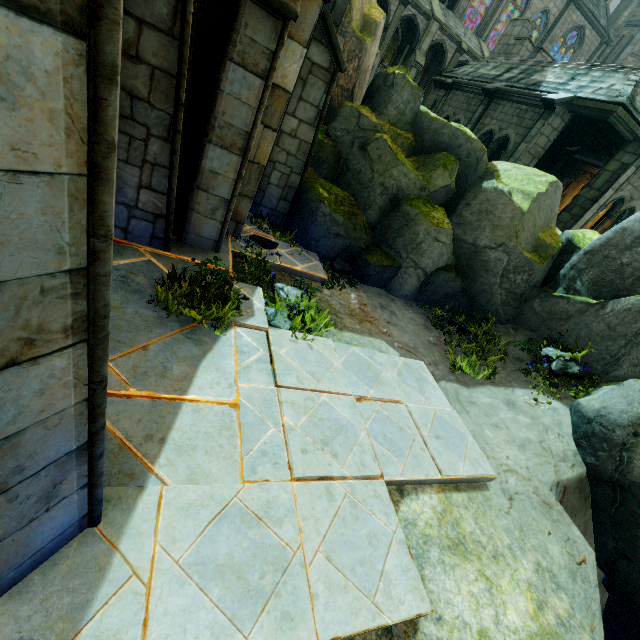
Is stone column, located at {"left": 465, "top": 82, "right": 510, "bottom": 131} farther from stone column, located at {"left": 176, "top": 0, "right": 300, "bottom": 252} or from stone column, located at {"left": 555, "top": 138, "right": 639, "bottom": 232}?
stone column, located at {"left": 176, "top": 0, "right": 300, "bottom": 252}

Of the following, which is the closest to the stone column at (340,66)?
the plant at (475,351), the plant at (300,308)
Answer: the plant at (300,308)

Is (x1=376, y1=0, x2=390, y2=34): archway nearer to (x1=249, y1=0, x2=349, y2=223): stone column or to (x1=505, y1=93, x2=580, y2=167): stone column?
(x1=505, y1=93, x2=580, y2=167): stone column

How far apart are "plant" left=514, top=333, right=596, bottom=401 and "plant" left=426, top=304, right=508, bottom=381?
0.6 meters

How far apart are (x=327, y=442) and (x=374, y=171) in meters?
7.1 m

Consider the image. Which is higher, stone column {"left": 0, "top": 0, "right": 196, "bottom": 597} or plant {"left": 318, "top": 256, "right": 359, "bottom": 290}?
stone column {"left": 0, "top": 0, "right": 196, "bottom": 597}

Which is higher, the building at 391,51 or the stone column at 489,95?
the building at 391,51

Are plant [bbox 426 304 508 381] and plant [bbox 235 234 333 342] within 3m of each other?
no
